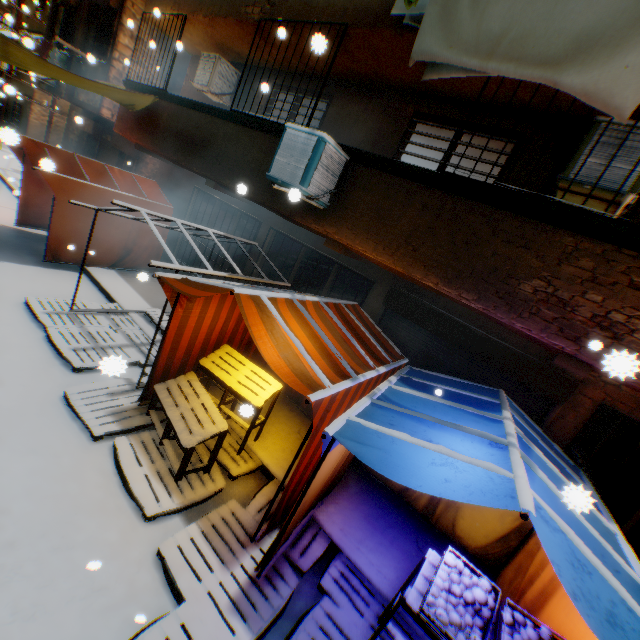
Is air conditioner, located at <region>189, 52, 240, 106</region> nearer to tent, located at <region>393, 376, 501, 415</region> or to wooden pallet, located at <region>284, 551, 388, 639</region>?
tent, located at <region>393, 376, 501, 415</region>

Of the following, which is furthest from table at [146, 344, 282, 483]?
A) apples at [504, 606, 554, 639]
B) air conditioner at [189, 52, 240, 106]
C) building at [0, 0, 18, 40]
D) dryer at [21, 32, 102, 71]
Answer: building at [0, 0, 18, 40]

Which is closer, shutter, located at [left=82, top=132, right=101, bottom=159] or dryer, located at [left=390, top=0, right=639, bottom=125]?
dryer, located at [left=390, top=0, right=639, bottom=125]

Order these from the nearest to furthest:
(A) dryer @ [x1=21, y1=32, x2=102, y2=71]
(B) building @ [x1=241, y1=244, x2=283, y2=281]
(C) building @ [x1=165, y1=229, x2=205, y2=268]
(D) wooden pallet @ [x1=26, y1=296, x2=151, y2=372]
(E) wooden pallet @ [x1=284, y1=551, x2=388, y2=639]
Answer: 1. (E) wooden pallet @ [x1=284, y1=551, x2=388, y2=639]
2. (D) wooden pallet @ [x1=26, y1=296, x2=151, y2=372]
3. (B) building @ [x1=241, y1=244, x2=283, y2=281]
4. (C) building @ [x1=165, y1=229, x2=205, y2=268]
5. (A) dryer @ [x1=21, y1=32, x2=102, y2=71]

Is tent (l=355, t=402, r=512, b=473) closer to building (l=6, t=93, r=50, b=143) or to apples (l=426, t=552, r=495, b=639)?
building (l=6, t=93, r=50, b=143)

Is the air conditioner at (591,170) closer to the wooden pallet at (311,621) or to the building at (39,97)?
the building at (39,97)

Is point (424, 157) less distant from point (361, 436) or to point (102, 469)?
point (361, 436)

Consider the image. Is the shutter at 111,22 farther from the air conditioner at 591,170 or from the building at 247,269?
the air conditioner at 591,170
